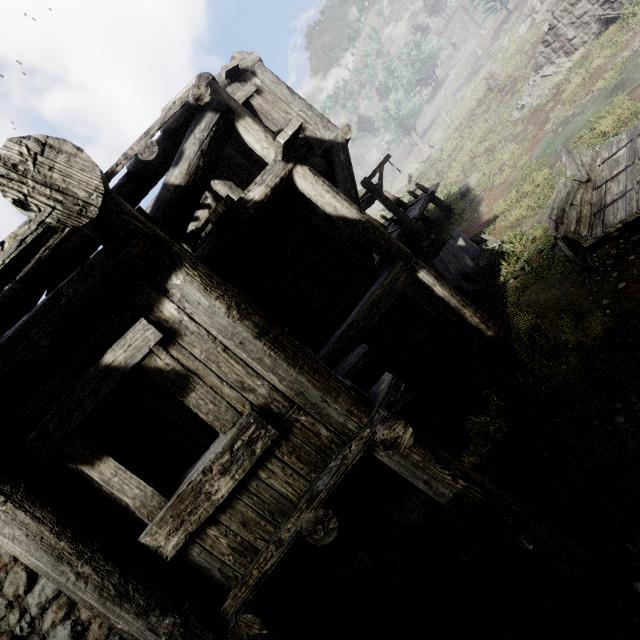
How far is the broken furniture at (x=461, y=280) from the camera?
8.7m

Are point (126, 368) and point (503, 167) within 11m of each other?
no

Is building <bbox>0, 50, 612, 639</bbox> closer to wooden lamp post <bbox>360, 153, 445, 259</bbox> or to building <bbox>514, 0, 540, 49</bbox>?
wooden lamp post <bbox>360, 153, 445, 259</bbox>

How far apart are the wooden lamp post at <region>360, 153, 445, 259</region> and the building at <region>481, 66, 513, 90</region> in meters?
16.9 m

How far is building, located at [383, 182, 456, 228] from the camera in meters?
16.5 m

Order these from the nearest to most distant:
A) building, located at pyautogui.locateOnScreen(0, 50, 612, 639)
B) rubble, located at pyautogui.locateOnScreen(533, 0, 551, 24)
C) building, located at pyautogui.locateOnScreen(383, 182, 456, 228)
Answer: building, located at pyautogui.locateOnScreen(0, 50, 612, 639), building, located at pyautogui.locateOnScreen(383, 182, 456, 228), rubble, located at pyautogui.locateOnScreen(533, 0, 551, 24)

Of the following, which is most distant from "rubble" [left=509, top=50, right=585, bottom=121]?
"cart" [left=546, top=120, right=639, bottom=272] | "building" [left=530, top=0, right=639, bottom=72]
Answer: "cart" [left=546, top=120, right=639, bottom=272]

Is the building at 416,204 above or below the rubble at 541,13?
below
